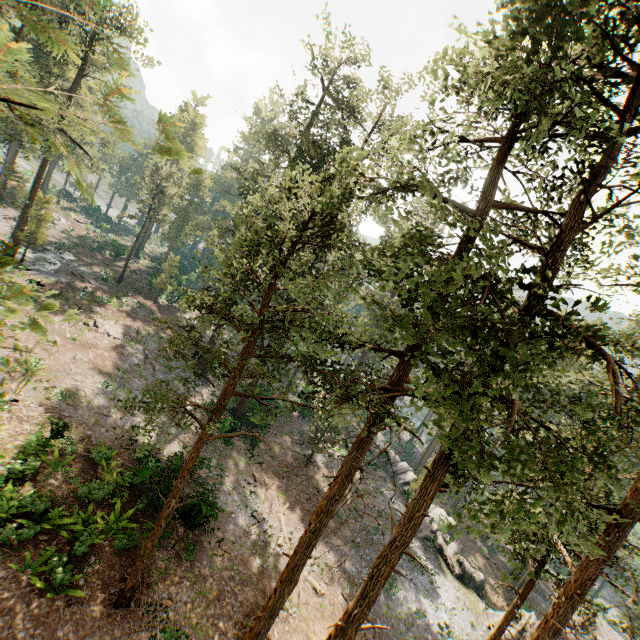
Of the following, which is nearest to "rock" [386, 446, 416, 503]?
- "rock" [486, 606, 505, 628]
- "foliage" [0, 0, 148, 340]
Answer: "rock" [486, 606, 505, 628]

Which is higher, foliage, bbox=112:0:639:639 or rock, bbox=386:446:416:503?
foliage, bbox=112:0:639:639

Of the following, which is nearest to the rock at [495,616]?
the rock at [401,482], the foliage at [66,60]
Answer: the rock at [401,482]

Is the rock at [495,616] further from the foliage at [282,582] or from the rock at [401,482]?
the foliage at [282,582]

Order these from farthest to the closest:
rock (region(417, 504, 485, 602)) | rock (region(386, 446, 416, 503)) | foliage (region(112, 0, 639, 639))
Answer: rock (region(386, 446, 416, 503))
rock (region(417, 504, 485, 602))
foliage (region(112, 0, 639, 639))

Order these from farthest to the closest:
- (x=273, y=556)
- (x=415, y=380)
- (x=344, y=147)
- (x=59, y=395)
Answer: (x=273, y=556) < (x=59, y=395) < (x=344, y=147) < (x=415, y=380)
